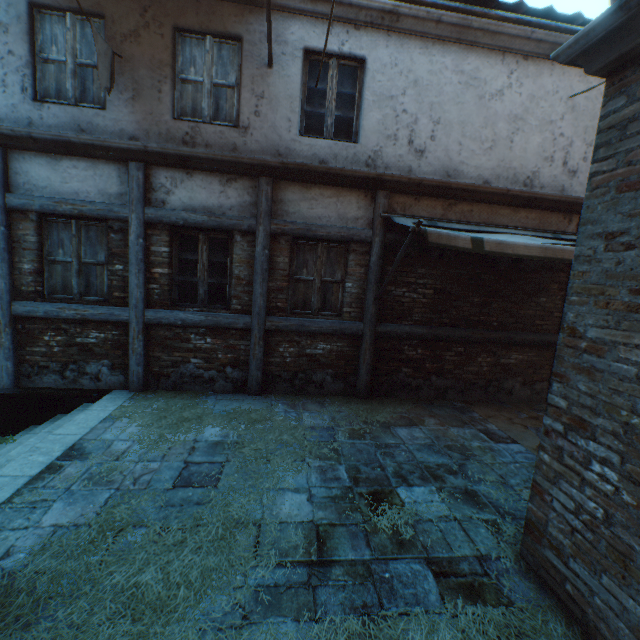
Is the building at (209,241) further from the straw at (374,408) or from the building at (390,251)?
the building at (390,251)

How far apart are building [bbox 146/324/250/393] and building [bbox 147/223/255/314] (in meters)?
0.24

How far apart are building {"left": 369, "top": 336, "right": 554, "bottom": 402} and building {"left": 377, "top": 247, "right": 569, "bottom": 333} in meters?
0.2

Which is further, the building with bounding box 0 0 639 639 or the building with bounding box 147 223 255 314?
the building with bounding box 147 223 255 314

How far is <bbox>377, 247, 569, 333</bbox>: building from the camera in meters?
5.9 m

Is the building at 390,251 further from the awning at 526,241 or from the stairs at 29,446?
the stairs at 29,446

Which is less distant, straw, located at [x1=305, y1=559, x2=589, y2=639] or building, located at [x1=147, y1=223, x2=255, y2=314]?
straw, located at [x1=305, y1=559, x2=589, y2=639]

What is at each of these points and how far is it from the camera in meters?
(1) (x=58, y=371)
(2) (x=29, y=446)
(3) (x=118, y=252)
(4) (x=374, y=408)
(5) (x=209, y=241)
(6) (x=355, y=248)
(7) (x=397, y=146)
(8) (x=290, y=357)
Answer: (1) building, 5.4
(2) stairs, 4.1
(3) building, 5.2
(4) straw, 5.6
(5) building, 5.5
(6) building, 5.7
(7) building, 5.5
(8) building, 5.8
